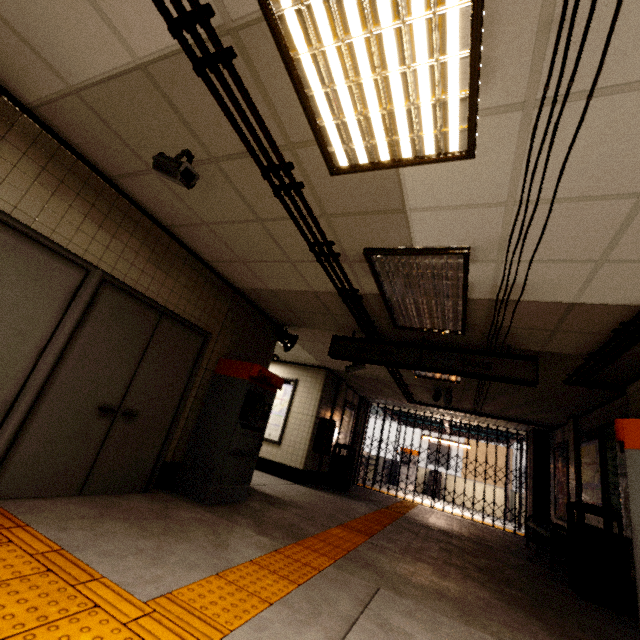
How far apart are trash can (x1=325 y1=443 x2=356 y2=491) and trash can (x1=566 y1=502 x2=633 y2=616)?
5.1m

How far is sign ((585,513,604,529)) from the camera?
5.5m

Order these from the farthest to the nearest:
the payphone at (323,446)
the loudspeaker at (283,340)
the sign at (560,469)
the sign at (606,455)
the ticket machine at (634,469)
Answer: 1. the payphone at (323,446)
2. the sign at (560,469)
3. the loudspeaker at (283,340)
4. the sign at (606,455)
5. the ticket machine at (634,469)

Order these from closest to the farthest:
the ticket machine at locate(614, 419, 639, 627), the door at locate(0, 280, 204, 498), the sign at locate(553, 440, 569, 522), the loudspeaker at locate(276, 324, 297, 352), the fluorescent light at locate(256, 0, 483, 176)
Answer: →
the fluorescent light at locate(256, 0, 483, 176)
the ticket machine at locate(614, 419, 639, 627)
the door at locate(0, 280, 204, 498)
the loudspeaker at locate(276, 324, 297, 352)
the sign at locate(553, 440, 569, 522)

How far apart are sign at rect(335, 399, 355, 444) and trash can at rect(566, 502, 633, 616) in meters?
5.9

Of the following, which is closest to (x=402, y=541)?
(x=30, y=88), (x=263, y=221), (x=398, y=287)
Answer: (x=398, y=287)

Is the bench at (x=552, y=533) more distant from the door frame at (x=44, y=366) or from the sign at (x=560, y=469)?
the door frame at (x=44, y=366)

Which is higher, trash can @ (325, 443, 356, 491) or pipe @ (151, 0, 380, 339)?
pipe @ (151, 0, 380, 339)
